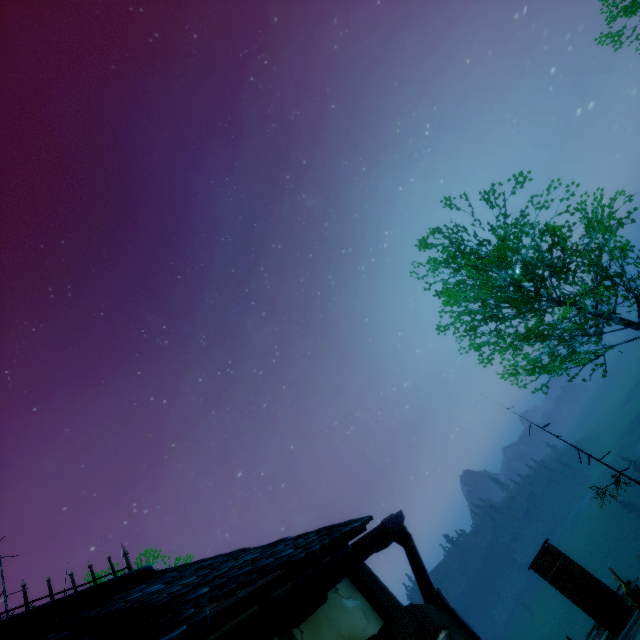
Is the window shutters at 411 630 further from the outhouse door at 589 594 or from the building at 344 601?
the outhouse door at 589 594

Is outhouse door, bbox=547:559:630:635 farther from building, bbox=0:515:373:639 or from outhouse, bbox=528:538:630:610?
building, bbox=0:515:373:639

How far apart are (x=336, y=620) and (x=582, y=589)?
14.8m

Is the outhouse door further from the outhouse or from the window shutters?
the window shutters

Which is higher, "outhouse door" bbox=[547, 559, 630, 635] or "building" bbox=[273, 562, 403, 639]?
"building" bbox=[273, 562, 403, 639]

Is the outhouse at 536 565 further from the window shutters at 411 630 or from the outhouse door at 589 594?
the window shutters at 411 630

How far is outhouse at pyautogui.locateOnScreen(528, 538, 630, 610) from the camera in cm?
1138

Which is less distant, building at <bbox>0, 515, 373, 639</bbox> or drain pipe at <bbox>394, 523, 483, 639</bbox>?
building at <bbox>0, 515, 373, 639</bbox>
